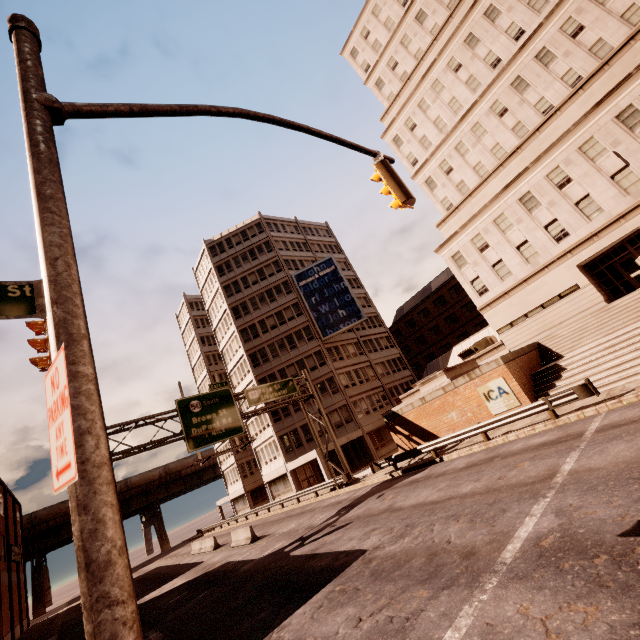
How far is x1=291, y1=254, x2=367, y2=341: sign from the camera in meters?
41.4

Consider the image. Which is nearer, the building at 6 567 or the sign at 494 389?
the sign at 494 389

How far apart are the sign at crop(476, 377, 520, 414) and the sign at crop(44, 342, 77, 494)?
20.3 meters

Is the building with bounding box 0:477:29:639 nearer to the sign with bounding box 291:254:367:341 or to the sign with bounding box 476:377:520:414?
the sign with bounding box 476:377:520:414

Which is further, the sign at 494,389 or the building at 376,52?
the building at 376,52

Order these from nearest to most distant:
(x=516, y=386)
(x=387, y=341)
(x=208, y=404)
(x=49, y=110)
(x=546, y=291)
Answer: (x=49, y=110) → (x=516, y=386) → (x=208, y=404) → (x=546, y=291) → (x=387, y=341)

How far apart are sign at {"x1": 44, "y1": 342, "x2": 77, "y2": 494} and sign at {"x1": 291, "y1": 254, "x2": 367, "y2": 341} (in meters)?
38.78

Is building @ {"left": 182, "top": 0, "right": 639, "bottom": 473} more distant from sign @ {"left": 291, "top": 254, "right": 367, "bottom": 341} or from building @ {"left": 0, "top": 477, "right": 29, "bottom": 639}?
building @ {"left": 0, "top": 477, "right": 29, "bottom": 639}
